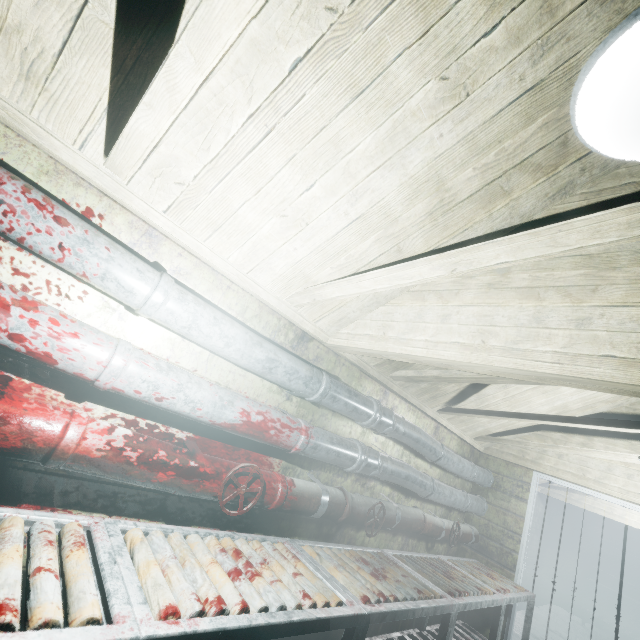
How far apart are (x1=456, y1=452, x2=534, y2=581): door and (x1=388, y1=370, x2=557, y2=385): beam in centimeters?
132cm

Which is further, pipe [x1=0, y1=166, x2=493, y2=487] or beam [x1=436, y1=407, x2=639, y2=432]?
beam [x1=436, y1=407, x2=639, y2=432]

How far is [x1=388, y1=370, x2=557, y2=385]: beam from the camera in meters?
2.1 m

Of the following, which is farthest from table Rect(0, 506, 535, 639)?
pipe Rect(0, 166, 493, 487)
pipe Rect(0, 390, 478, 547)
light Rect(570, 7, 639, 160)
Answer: light Rect(570, 7, 639, 160)

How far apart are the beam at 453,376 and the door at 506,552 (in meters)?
1.32

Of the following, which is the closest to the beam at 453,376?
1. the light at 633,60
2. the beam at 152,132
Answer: the beam at 152,132

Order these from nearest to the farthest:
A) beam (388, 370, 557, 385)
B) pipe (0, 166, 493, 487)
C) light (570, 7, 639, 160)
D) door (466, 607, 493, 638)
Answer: light (570, 7, 639, 160)
pipe (0, 166, 493, 487)
beam (388, 370, 557, 385)
door (466, 607, 493, 638)

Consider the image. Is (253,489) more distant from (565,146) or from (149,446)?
(565,146)
